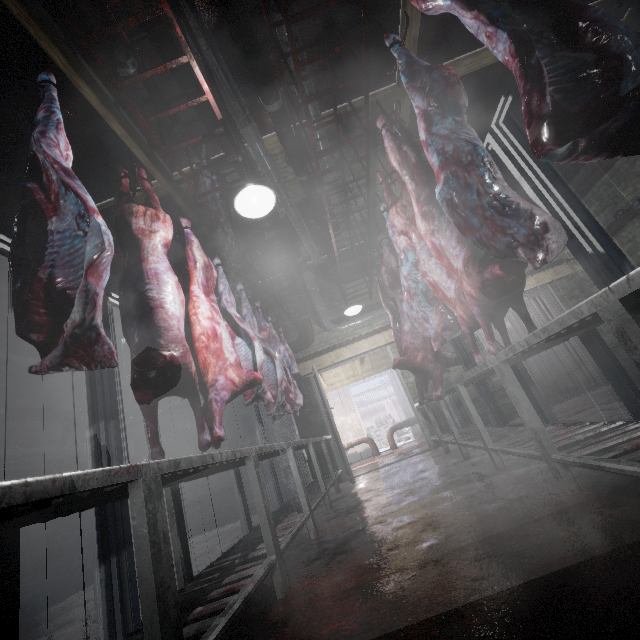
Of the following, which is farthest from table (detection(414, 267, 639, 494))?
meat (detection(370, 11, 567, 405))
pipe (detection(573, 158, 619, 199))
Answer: pipe (detection(573, 158, 619, 199))

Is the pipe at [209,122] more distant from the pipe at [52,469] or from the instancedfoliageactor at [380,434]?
the instancedfoliageactor at [380,434]

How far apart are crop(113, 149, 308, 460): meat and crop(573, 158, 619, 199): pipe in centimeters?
571cm

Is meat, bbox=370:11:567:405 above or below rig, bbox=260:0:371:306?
below

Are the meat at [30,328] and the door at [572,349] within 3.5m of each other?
no

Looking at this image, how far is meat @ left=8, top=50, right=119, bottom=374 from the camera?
1.1m

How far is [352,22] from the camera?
3.2m

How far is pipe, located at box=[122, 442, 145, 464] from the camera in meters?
5.7 m
